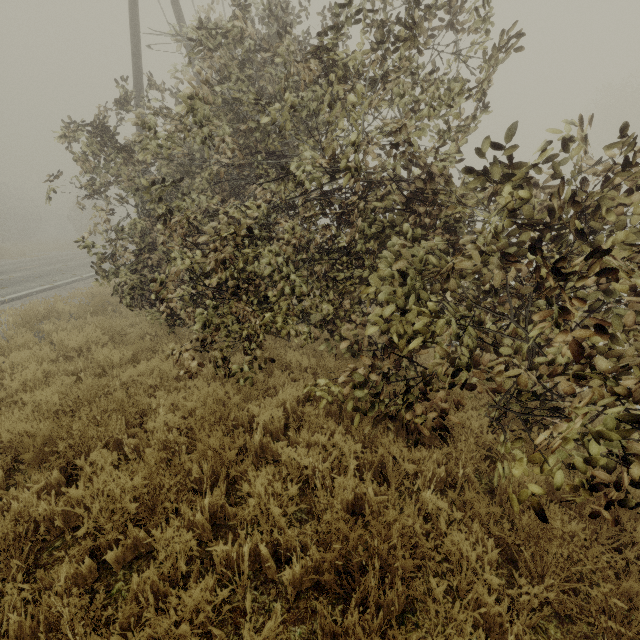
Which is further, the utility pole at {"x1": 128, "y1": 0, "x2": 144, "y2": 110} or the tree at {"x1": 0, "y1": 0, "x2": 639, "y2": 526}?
the utility pole at {"x1": 128, "y1": 0, "x2": 144, "y2": 110}

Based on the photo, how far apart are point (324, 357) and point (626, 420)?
4.7 meters

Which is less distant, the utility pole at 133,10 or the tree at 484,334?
the tree at 484,334

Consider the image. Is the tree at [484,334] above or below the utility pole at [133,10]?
below

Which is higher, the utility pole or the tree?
the utility pole
